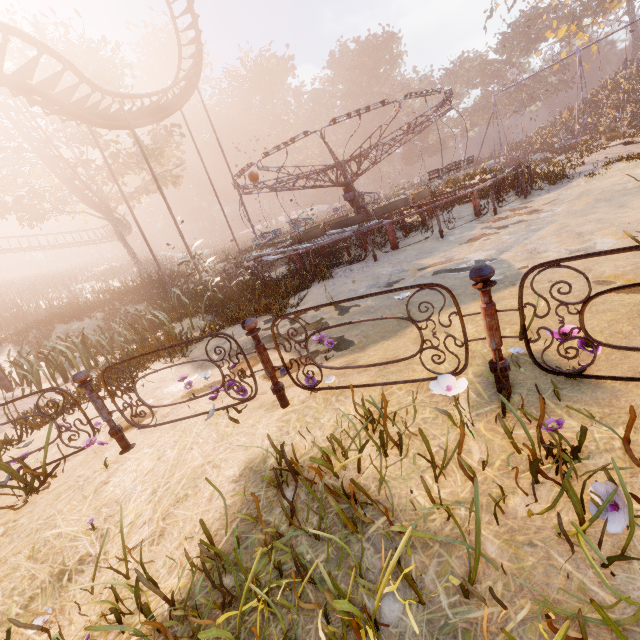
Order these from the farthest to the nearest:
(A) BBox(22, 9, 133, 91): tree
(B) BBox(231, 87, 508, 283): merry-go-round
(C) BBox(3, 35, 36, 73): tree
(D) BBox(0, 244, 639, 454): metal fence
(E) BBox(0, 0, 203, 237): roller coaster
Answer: (A) BBox(22, 9, 133, 91): tree, (C) BBox(3, 35, 36, 73): tree, (E) BBox(0, 0, 203, 237): roller coaster, (B) BBox(231, 87, 508, 283): merry-go-round, (D) BBox(0, 244, 639, 454): metal fence

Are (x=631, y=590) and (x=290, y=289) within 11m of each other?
yes

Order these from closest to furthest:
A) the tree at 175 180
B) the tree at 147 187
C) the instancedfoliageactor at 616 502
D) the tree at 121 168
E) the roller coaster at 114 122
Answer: the instancedfoliageactor at 616 502
the roller coaster at 114 122
the tree at 121 168
the tree at 175 180
the tree at 147 187

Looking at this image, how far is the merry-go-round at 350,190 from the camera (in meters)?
9.71

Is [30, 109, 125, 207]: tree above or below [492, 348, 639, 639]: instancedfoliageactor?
above

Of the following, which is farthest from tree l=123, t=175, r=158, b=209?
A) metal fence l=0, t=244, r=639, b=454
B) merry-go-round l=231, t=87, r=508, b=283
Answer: metal fence l=0, t=244, r=639, b=454

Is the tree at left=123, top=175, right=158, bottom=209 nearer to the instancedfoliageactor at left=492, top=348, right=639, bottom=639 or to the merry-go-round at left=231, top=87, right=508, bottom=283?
the merry-go-round at left=231, top=87, right=508, bottom=283

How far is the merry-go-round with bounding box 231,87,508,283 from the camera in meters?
9.7
